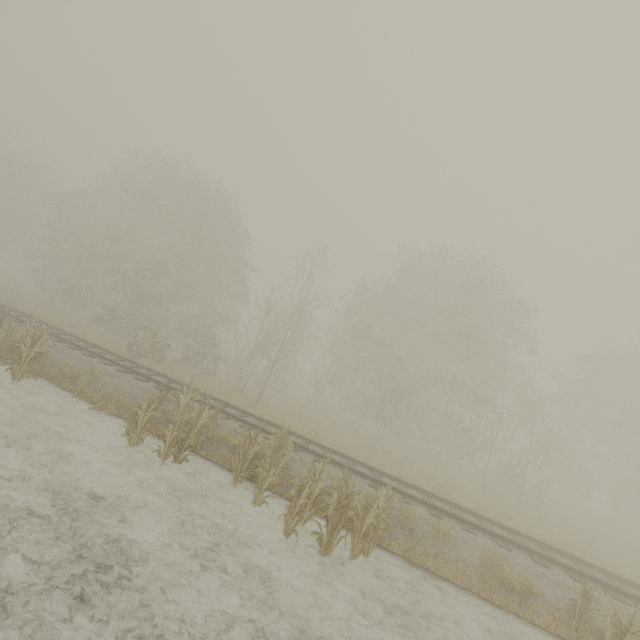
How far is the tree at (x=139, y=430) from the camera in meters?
8.5

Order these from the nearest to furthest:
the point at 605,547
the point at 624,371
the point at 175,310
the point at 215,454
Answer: the point at 215,454 < the point at 605,547 < the point at 624,371 < the point at 175,310

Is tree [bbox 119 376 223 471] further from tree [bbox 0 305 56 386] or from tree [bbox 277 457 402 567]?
tree [bbox 0 305 56 386]

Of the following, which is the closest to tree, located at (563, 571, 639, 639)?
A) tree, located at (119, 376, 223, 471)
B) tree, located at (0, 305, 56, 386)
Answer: tree, located at (119, 376, 223, 471)

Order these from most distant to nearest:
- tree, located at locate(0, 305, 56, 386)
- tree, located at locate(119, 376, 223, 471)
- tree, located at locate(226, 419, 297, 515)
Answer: tree, located at locate(0, 305, 56, 386)
tree, located at locate(119, 376, 223, 471)
tree, located at locate(226, 419, 297, 515)

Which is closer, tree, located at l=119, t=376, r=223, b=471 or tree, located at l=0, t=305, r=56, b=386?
tree, located at l=119, t=376, r=223, b=471

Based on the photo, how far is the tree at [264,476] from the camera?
7.98m
